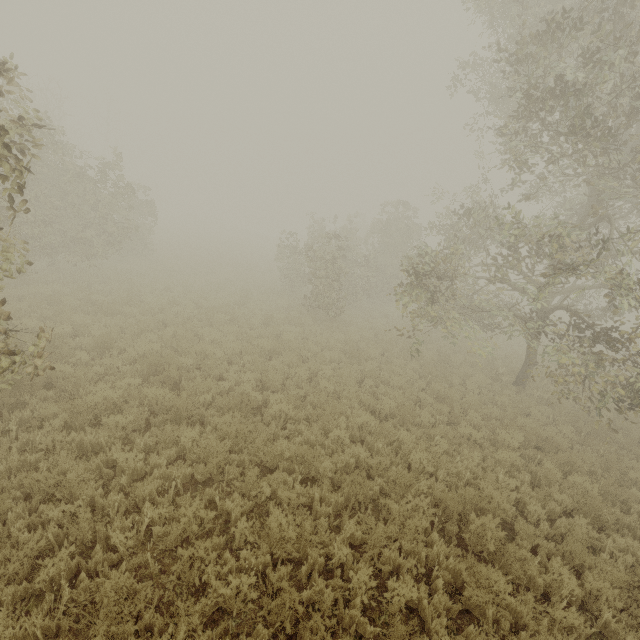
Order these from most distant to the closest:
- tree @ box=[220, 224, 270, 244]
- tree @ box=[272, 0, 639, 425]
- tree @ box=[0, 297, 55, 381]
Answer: tree @ box=[220, 224, 270, 244]
tree @ box=[272, 0, 639, 425]
tree @ box=[0, 297, 55, 381]

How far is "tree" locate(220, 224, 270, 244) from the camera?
52.4m

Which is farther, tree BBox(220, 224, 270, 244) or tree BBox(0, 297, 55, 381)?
tree BBox(220, 224, 270, 244)

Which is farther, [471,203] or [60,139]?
[60,139]

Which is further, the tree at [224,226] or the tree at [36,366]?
the tree at [224,226]

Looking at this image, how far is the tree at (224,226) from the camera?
52.4 meters

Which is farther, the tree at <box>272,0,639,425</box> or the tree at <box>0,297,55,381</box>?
the tree at <box>272,0,639,425</box>
